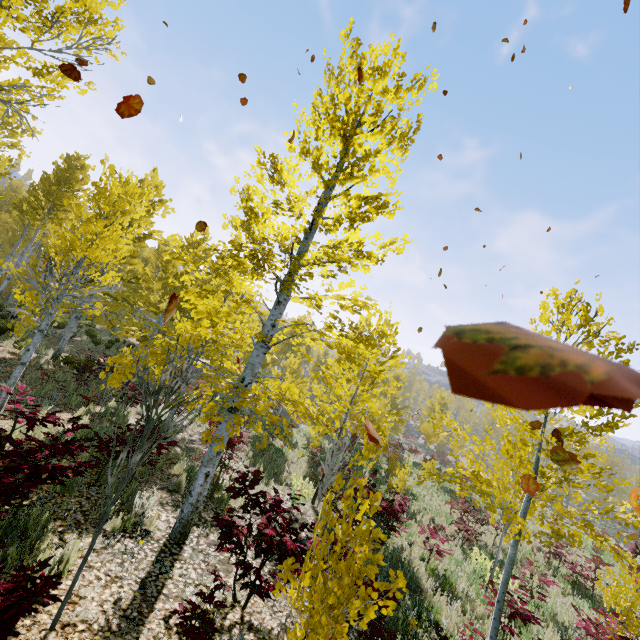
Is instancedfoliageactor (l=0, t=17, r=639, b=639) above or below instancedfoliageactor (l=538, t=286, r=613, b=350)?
below

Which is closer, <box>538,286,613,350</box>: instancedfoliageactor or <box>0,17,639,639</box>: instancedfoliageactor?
<box>0,17,639,639</box>: instancedfoliageactor

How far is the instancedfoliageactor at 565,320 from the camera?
5.4 meters

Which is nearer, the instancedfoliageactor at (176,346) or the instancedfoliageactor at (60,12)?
the instancedfoliageactor at (176,346)

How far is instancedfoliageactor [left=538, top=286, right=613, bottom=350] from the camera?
5.4 meters

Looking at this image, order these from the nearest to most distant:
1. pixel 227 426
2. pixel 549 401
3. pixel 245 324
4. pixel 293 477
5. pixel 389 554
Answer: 1. pixel 549 401
2. pixel 227 426
3. pixel 245 324
4. pixel 389 554
5. pixel 293 477
